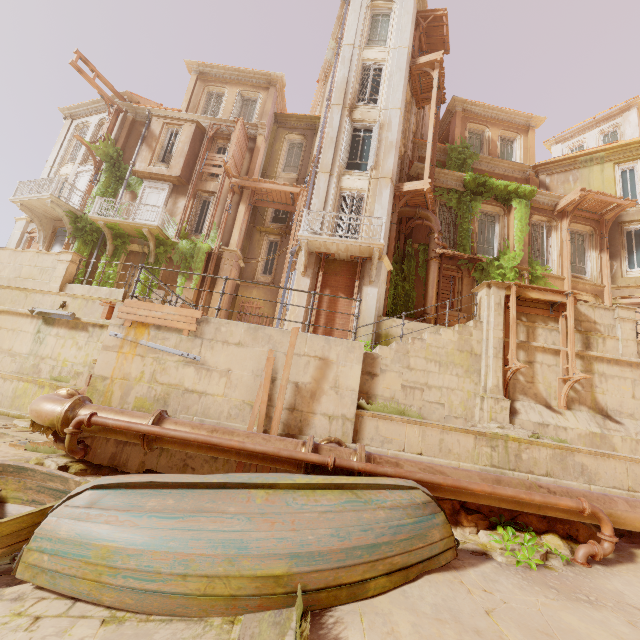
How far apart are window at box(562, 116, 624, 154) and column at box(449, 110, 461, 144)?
14.9m

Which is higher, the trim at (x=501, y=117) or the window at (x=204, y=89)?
the trim at (x=501, y=117)

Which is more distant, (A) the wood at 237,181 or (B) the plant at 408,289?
(A) the wood at 237,181

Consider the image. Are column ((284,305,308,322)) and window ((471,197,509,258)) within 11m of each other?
yes

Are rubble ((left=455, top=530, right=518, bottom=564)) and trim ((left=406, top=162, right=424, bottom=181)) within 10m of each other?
no

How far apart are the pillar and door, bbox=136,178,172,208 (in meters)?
16.36

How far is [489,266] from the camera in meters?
15.8 m

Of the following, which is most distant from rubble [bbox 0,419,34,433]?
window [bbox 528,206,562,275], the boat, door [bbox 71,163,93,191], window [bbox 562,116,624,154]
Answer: window [bbox 562,116,624,154]
